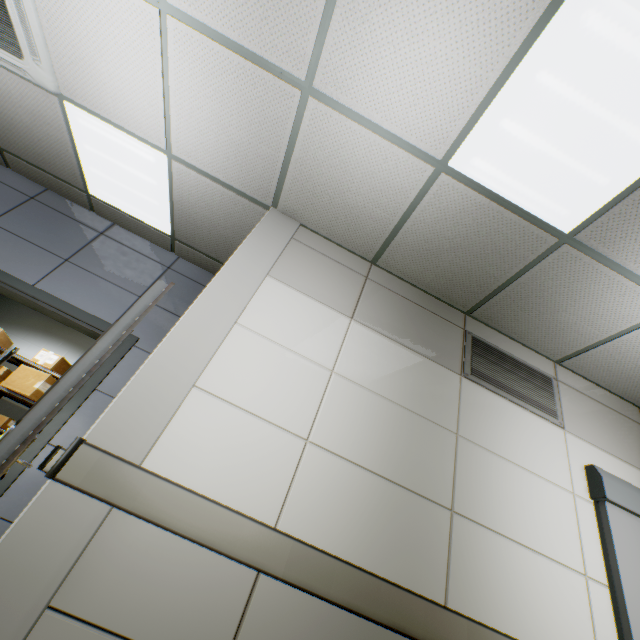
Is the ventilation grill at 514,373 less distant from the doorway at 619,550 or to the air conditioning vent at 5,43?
the doorway at 619,550

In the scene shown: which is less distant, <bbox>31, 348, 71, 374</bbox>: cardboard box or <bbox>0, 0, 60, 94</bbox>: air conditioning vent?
<bbox>0, 0, 60, 94</bbox>: air conditioning vent

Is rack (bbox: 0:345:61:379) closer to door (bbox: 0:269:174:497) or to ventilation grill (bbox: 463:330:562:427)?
door (bbox: 0:269:174:497)

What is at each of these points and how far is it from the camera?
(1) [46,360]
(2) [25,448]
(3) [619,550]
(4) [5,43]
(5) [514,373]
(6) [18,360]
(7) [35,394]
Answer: (1) cardboard box, 5.4m
(2) door, 1.4m
(3) doorway, 2.1m
(4) air conditioning vent, 2.4m
(5) ventilation grill, 2.8m
(6) rack, 5.5m
(7) cardboard box, 5.0m

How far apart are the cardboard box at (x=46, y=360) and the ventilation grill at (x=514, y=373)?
6.3 meters

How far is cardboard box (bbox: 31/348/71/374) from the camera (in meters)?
5.35

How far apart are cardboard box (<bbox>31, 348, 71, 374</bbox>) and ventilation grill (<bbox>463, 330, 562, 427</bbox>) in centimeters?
628cm

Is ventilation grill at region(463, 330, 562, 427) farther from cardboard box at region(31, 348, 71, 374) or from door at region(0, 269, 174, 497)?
cardboard box at region(31, 348, 71, 374)
